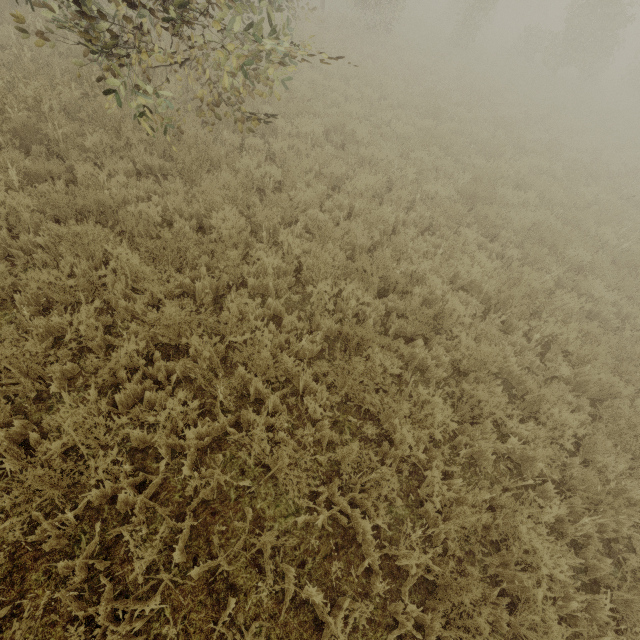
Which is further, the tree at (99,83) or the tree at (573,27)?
the tree at (573,27)

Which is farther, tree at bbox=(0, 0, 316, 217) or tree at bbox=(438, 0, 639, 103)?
tree at bbox=(438, 0, 639, 103)

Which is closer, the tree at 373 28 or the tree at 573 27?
Result: the tree at 373 28

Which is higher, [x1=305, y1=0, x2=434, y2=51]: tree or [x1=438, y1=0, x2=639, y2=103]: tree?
[x1=438, y1=0, x2=639, y2=103]: tree

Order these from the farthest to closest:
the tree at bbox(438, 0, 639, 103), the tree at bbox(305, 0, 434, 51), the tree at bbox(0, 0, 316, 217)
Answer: the tree at bbox(438, 0, 639, 103), the tree at bbox(305, 0, 434, 51), the tree at bbox(0, 0, 316, 217)

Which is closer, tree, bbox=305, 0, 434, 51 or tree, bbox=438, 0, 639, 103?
tree, bbox=305, 0, 434, 51

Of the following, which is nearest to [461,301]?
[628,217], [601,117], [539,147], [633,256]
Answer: [633,256]
